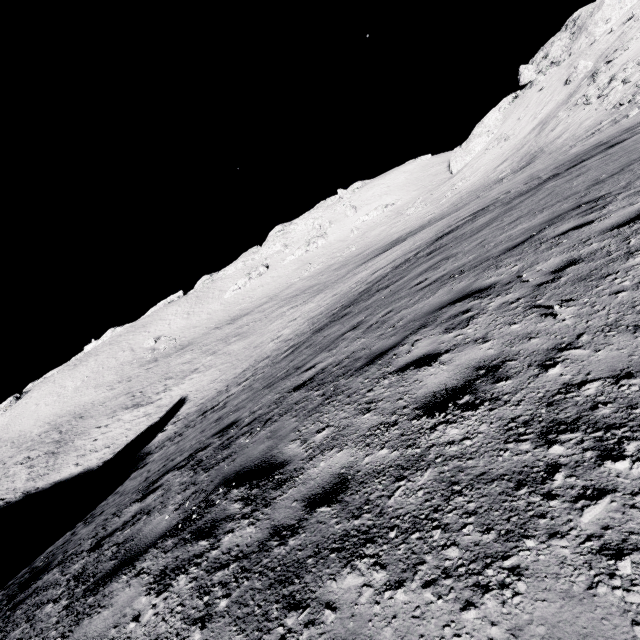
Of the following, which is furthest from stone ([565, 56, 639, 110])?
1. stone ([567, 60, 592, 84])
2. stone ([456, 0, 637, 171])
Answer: stone ([456, 0, 637, 171])

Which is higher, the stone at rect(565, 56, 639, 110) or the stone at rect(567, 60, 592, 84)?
the stone at rect(567, 60, 592, 84)

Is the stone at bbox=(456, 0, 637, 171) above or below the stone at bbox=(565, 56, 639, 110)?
above

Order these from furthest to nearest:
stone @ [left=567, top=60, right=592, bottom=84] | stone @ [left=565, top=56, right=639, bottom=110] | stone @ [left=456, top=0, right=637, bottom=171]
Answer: stone @ [left=456, top=0, right=637, bottom=171] < stone @ [left=567, top=60, right=592, bottom=84] < stone @ [left=565, top=56, right=639, bottom=110]

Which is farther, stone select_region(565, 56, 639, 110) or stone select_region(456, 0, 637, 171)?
stone select_region(456, 0, 637, 171)

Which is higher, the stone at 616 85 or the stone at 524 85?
the stone at 524 85

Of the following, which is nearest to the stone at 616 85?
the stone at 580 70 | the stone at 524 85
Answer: the stone at 580 70

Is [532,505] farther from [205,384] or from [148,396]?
[148,396]
